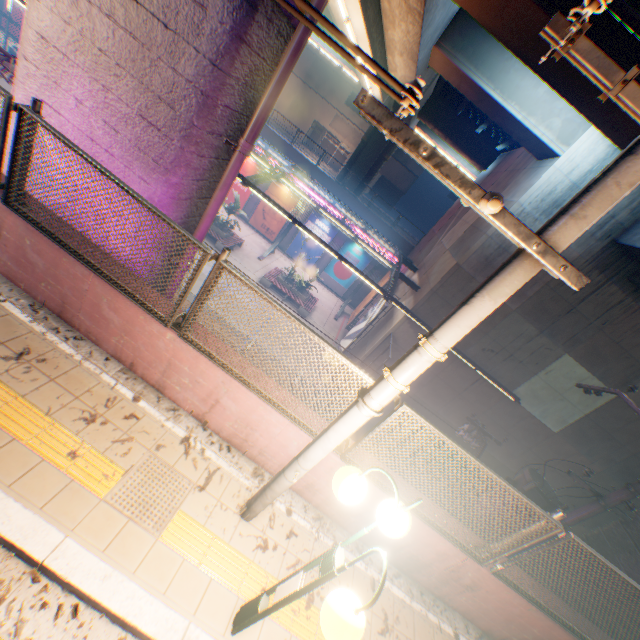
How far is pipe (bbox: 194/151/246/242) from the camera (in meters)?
5.43

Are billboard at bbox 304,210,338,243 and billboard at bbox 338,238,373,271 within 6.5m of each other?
yes

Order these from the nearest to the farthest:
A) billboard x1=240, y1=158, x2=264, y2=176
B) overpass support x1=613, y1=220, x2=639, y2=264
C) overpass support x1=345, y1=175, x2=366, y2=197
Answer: overpass support x1=613, y1=220, x2=639, y2=264 < billboard x1=240, y1=158, x2=264, y2=176 < overpass support x1=345, y1=175, x2=366, y2=197

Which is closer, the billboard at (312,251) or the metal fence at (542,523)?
the metal fence at (542,523)

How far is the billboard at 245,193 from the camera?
26.1m

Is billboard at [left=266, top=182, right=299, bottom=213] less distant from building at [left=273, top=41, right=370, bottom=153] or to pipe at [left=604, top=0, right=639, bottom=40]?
pipe at [left=604, top=0, right=639, bottom=40]

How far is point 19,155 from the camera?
3.49m

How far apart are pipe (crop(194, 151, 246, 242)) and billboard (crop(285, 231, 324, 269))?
20.2m
